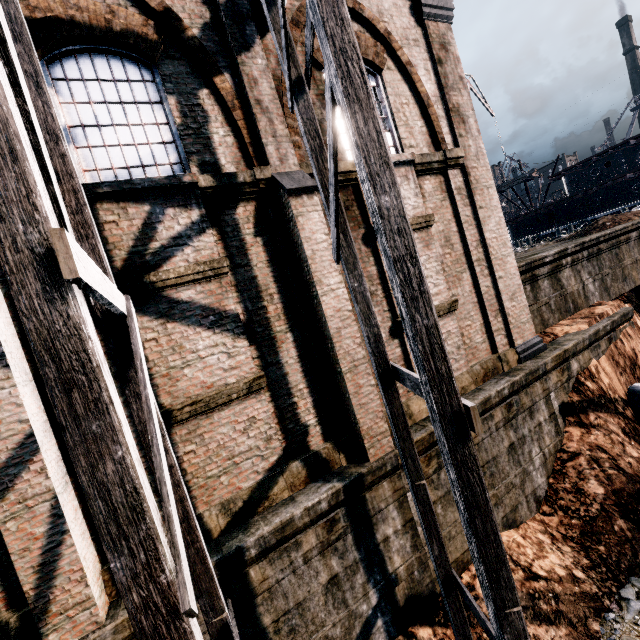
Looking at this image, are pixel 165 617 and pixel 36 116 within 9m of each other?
yes

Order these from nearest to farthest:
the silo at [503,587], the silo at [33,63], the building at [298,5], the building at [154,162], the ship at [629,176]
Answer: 1. the silo at [33,63]
2. the silo at [503,587]
3. the building at [154,162]
4. the building at [298,5]
5. the ship at [629,176]

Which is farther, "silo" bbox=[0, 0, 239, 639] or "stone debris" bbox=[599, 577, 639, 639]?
"stone debris" bbox=[599, 577, 639, 639]

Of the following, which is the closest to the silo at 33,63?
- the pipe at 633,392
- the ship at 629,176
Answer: the pipe at 633,392

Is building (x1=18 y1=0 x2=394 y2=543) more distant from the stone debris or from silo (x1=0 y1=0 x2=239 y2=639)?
the stone debris

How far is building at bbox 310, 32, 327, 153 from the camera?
8.1 meters

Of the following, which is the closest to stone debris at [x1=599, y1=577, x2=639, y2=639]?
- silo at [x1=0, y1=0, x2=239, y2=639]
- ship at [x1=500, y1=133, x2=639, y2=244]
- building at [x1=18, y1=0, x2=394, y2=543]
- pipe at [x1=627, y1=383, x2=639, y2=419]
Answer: silo at [x1=0, y1=0, x2=239, y2=639]

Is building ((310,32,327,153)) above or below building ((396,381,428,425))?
above
